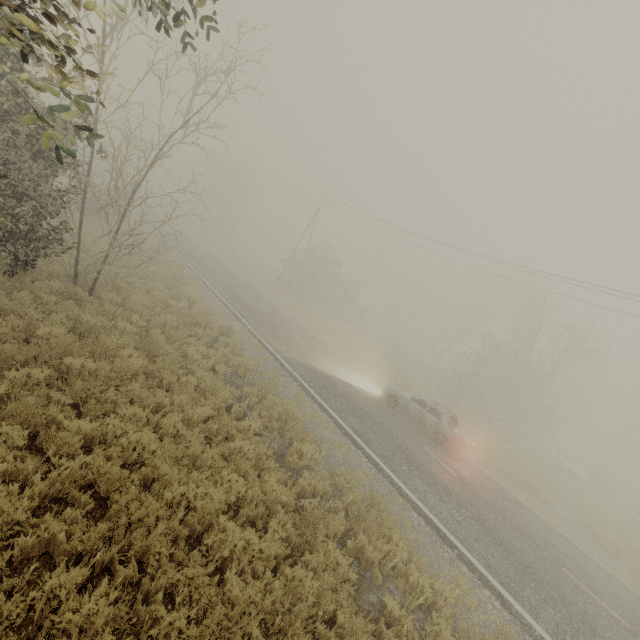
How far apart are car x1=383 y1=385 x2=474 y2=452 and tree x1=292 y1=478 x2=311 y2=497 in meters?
Answer: 8.0 m

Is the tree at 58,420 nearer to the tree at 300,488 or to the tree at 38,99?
the tree at 300,488

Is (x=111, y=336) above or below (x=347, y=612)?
above

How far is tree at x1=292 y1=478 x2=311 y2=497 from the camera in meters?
6.4 m

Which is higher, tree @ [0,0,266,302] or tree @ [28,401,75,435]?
tree @ [0,0,266,302]

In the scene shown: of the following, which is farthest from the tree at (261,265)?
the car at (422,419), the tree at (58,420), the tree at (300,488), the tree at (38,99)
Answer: the car at (422,419)

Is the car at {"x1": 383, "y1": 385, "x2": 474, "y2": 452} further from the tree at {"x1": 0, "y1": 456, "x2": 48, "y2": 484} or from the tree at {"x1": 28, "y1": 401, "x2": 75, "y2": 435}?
the tree at {"x1": 0, "y1": 456, "x2": 48, "y2": 484}

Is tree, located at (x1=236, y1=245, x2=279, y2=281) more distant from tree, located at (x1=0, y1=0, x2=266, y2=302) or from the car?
the car
